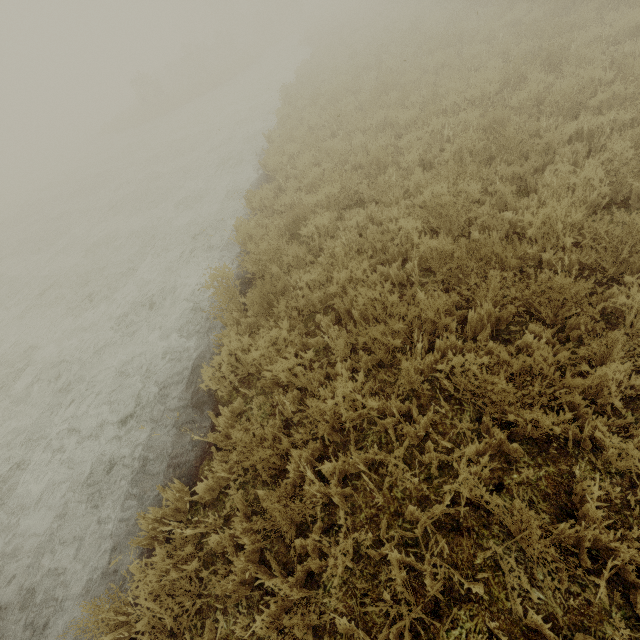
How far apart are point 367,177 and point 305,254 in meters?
2.5
